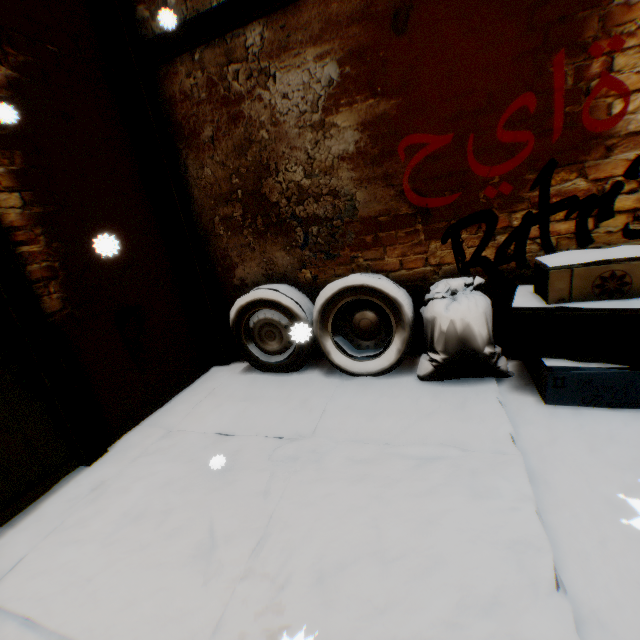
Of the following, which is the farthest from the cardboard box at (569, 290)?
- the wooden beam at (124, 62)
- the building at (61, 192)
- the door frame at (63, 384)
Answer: the door frame at (63, 384)

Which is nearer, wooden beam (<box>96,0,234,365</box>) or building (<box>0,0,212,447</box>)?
building (<box>0,0,212,447</box>)

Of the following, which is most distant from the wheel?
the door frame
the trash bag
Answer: the door frame

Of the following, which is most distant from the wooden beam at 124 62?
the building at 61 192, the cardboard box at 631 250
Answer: the cardboard box at 631 250

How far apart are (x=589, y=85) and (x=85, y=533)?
4.3m

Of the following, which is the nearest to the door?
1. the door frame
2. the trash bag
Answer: the door frame

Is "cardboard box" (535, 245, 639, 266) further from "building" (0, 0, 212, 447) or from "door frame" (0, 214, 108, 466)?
"door frame" (0, 214, 108, 466)

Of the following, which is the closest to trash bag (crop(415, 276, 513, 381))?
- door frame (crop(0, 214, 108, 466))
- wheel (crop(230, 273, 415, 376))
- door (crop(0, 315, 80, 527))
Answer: wheel (crop(230, 273, 415, 376))
